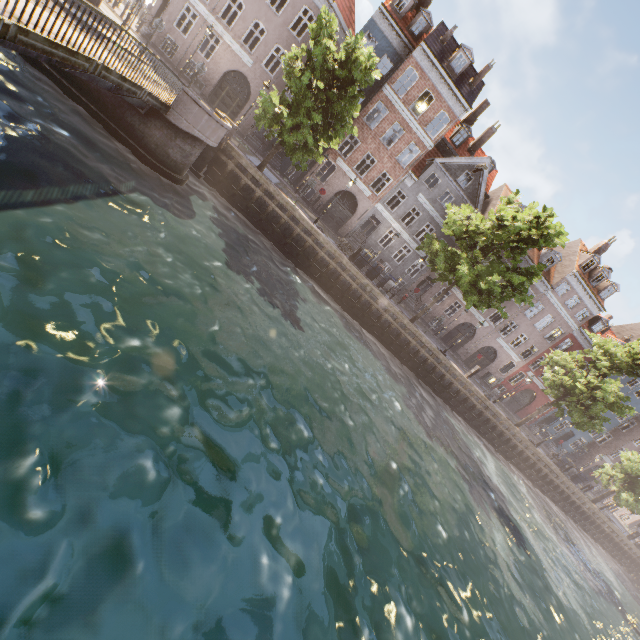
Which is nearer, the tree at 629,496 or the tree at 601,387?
the tree at 601,387

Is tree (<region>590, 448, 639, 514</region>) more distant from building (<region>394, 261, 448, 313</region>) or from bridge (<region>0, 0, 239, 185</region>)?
building (<region>394, 261, 448, 313</region>)

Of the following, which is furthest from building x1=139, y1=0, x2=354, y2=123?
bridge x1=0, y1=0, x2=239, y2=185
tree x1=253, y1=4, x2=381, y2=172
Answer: bridge x1=0, y1=0, x2=239, y2=185

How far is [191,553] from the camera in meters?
4.5

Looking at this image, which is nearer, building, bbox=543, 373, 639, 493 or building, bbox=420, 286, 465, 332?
building, bbox=420, 286, 465, 332

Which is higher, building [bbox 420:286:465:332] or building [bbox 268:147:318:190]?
building [bbox 420:286:465:332]

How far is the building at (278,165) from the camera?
27.3m
